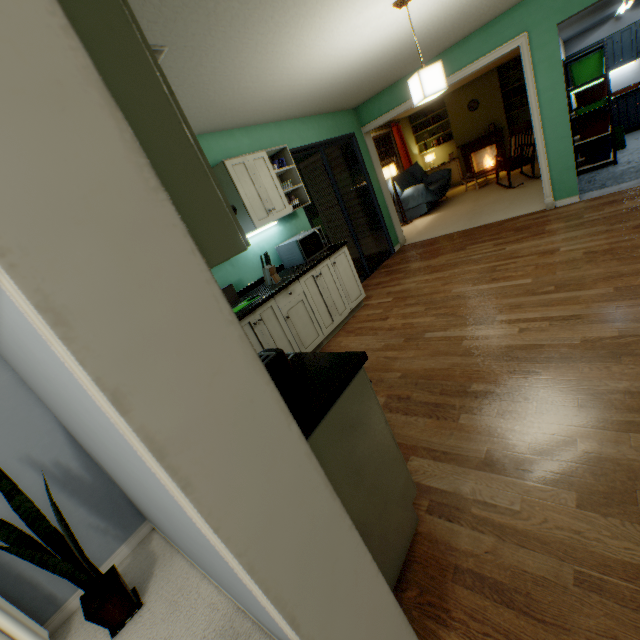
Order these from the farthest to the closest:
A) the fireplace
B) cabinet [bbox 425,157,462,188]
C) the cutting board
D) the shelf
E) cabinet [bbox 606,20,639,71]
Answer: cabinet [bbox 425,157,462,188], the fireplace, cabinet [bbox 606,20,639,71], the shelf, the cutting board

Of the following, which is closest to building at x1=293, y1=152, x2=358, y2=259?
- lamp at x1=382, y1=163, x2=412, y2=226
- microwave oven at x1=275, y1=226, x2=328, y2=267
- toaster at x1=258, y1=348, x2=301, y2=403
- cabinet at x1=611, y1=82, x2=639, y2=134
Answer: microwave oven at x1=275, y1=226, x2=328, y2=267

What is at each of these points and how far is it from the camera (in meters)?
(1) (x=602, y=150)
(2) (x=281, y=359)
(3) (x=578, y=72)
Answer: (1) storage tub, 5.90
(2) toaster, 1.17
(3) storage tub, 5.55

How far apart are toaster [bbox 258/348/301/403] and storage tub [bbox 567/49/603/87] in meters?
7.7 m

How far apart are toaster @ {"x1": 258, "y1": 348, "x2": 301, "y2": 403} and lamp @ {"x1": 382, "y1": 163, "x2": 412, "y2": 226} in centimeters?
744cm

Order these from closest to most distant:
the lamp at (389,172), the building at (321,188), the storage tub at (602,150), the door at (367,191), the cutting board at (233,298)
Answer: the cutting board at (233,298)
the door at (367,191)
the storage tub at (602,150)
the building at (321,188)
the lamp at (389,172)

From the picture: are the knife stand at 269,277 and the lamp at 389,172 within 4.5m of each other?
no

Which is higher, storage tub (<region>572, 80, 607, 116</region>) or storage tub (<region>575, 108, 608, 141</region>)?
storage tub (<region>572, 80, 607, 116</region>)
